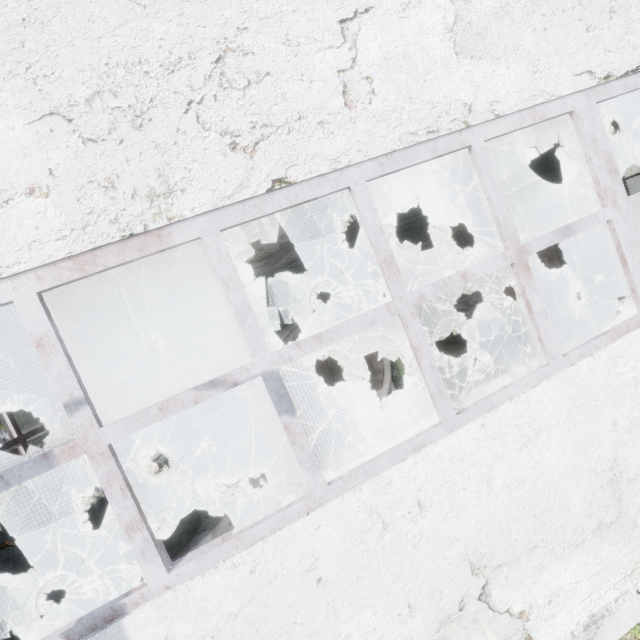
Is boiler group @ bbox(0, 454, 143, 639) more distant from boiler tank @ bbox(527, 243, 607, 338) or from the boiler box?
the boiler box

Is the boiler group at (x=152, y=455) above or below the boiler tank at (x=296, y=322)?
below

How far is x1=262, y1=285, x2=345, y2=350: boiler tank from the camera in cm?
918

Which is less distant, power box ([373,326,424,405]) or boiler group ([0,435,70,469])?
boiler group ([0,435,70,469])

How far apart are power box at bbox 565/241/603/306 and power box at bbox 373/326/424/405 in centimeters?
723cm

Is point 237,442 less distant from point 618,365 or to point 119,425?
point 119,425

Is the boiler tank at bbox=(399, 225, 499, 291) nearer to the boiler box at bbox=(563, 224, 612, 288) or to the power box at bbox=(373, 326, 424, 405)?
the boiler box at bbox=(563, 224, 612, 288)

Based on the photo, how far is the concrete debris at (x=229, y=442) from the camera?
11.1m
